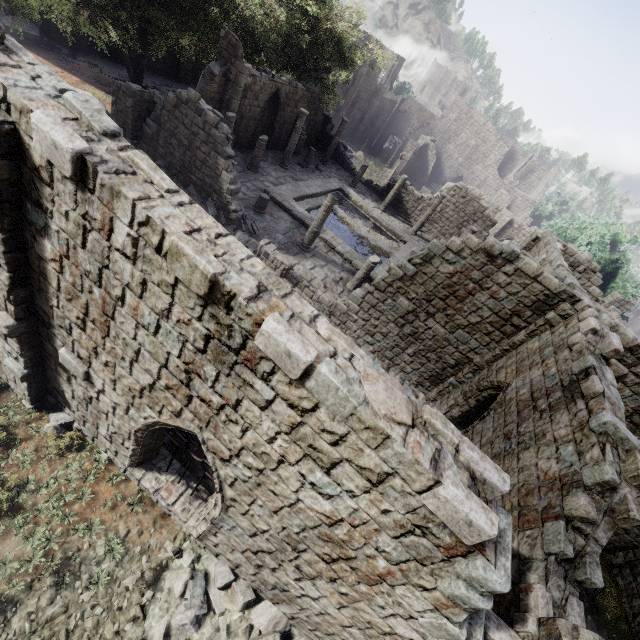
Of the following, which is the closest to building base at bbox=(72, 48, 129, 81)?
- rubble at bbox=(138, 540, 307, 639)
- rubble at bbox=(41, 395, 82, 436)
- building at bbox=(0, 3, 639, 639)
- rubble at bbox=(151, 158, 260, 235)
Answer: building at bbox=(0, 3, 639, 639)

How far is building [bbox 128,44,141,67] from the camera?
25.3m

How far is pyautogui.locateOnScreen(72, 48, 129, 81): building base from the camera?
23.4 meters

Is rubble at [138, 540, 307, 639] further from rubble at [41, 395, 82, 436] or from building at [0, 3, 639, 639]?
rubble at [41, 395, 82, 436]

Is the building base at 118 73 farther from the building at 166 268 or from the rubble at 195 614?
the rubble at 195 614

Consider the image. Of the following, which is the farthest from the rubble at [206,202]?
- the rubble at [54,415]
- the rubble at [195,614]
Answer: the rubble at [195,614]

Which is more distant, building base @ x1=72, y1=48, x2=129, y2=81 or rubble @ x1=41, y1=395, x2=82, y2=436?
building base @ x1=72, y1=48, x2=129, y2=81

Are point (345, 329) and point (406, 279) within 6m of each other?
yes
